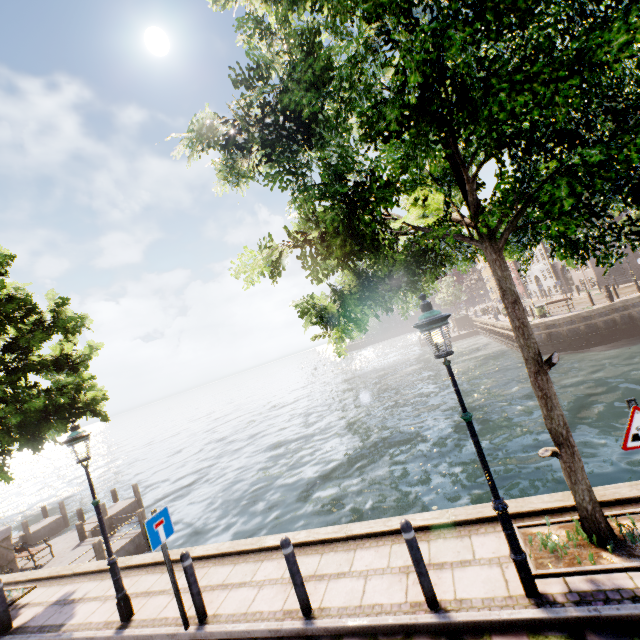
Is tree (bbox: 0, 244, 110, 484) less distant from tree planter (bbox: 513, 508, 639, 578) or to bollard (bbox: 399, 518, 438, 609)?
tree planter (bbox: 513, 508, 639, 578)

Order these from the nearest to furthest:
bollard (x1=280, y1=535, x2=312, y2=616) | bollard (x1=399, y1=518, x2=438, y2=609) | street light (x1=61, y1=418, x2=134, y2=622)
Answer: bollard (x1=399, y1=518, x2=438, y2=609) → bollard (x1=280, y1=535, x2=312, y2=616) → street light (x1=61, y1=418, x2=134, y2=622)

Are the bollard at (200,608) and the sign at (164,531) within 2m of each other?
yes

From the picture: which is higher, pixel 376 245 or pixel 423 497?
pixel 376 245

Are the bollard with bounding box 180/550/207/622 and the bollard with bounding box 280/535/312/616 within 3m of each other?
yes

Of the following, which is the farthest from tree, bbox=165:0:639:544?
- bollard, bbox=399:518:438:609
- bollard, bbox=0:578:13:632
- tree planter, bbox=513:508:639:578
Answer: bollard, bbox=0:578:13:632

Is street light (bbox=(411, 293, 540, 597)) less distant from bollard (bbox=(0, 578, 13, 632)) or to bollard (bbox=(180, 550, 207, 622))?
bollard (bbox=(180, 550, 207, 622))

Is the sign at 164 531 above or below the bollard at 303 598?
above
